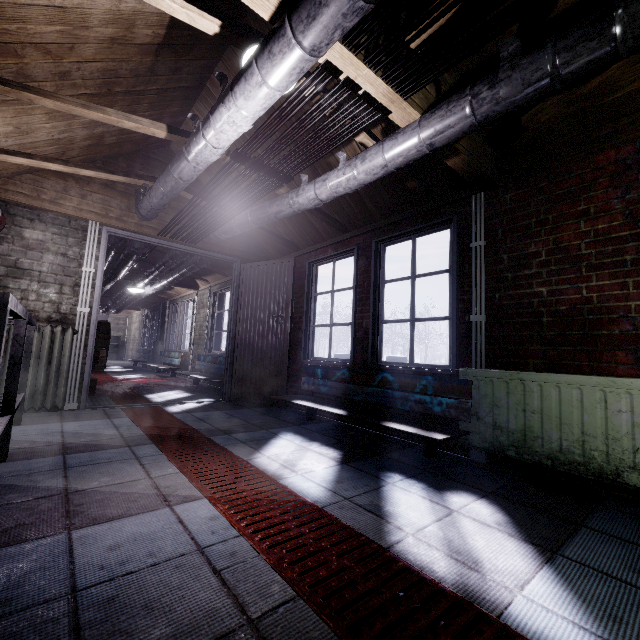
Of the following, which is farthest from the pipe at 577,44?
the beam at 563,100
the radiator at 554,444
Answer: the radiator at 554,444

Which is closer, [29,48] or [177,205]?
[29,48]

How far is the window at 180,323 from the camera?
7.48m

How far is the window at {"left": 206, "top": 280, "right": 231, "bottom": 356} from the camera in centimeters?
614cm

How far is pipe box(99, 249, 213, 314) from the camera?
4.46m

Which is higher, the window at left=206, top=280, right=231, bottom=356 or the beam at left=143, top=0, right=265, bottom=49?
the beam at left=143, top=0, right=265, bottom=49

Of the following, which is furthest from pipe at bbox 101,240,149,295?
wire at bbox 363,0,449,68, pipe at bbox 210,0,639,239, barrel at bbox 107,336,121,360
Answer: wire at bbox 363,0,449,68

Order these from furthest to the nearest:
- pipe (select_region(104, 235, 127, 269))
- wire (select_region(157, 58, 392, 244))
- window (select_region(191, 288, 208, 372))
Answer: window (select_region(191, 288, 208, 372)) < pipe (select_region(104, 235, 127, 269)) < wire (select_region(157, 58, 392, 244))
